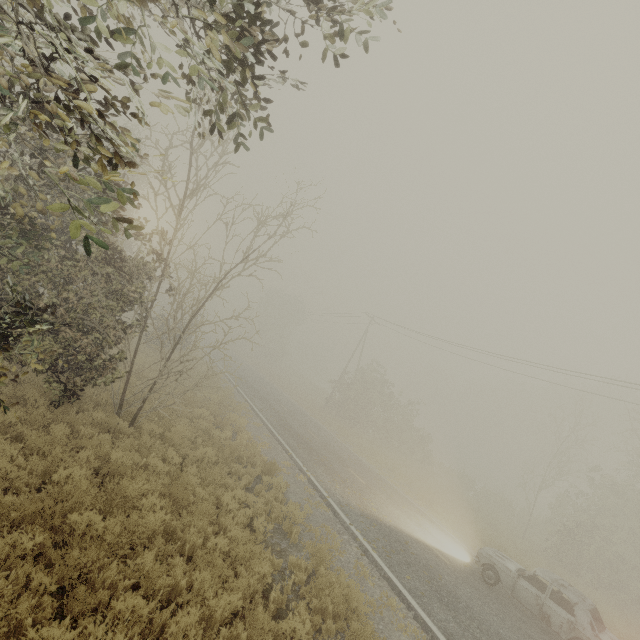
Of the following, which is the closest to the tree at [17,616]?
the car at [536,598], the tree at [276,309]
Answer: Answer: the tree at [276,309]

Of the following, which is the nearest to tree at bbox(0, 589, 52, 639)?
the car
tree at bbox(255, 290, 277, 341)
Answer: tree at bbox(255, 290, 277, 341)

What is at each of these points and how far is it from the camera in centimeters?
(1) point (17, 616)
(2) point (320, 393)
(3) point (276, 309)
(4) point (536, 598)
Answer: (1) tree, 376cm
(2) tree, 4459cm
(3) tree, 5966cm
(4) car, 997cm

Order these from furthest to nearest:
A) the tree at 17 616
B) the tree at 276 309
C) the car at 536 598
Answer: the tree at 276 309 → the car at 536 598 → the tree at 17 616

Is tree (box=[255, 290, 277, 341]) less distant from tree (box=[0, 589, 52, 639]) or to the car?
tree (box=[0, 589, 52, 639])
